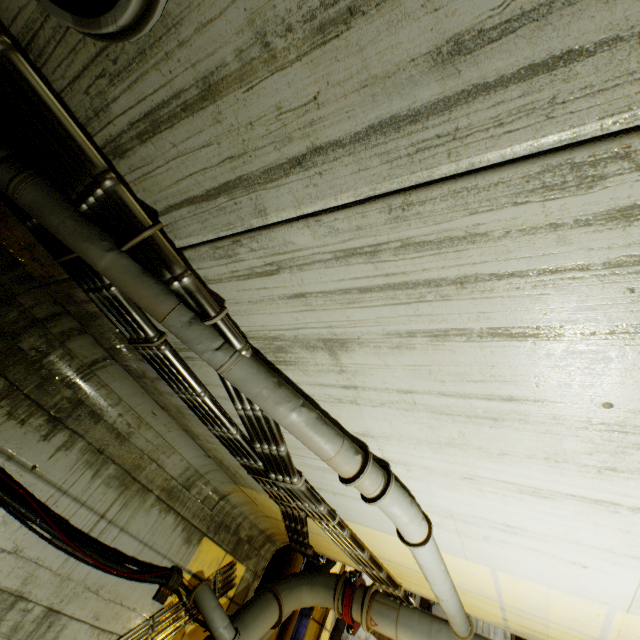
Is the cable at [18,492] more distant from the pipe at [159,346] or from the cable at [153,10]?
Answer: the cable at [153,10]

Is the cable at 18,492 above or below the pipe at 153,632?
above

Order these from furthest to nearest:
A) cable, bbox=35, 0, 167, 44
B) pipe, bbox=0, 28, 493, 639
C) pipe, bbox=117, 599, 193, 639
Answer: pipe, bbox=117, 599, 193, 639 < pipe, bbox=0, 28, 493, 639 < cable, bbox=35, 0, 167, 44

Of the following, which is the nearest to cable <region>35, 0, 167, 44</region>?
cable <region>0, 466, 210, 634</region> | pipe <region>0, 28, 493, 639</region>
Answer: pipe <region>0, 28, 493, 639</region>

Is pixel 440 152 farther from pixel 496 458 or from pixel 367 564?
pixel 367 564

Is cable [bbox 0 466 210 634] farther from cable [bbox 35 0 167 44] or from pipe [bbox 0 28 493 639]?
cable [bbox 35 0 167 44]
